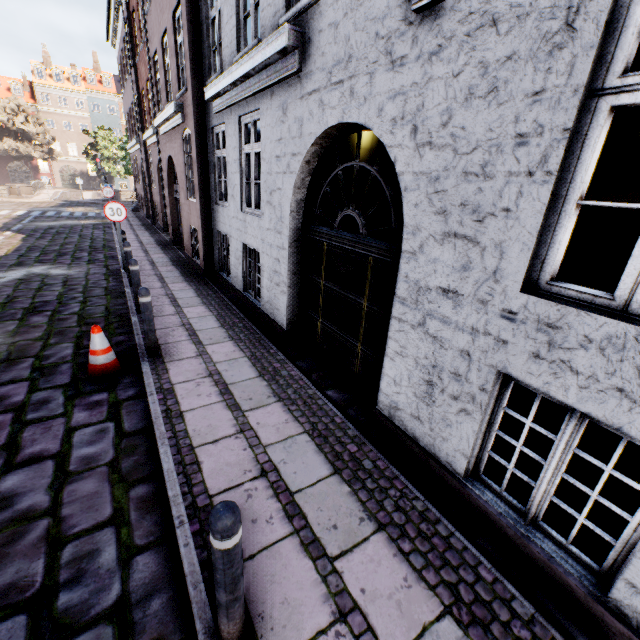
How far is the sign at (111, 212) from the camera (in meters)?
8.53

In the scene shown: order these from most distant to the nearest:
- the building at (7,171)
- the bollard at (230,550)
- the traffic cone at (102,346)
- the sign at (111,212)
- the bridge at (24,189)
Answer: the building at (7,171) < the bridge at (24,189) < the sign at (111,212) < the traffic cone at (102,346) < the bollard at (230,550)

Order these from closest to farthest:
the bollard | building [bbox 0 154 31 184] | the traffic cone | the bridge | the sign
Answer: the bollard
the traffic cone
the sign
the bridge
building [bbox 0 154 31 184]

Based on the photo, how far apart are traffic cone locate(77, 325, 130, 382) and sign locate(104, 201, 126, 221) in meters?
5.4 m

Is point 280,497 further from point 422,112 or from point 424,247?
point 422,112

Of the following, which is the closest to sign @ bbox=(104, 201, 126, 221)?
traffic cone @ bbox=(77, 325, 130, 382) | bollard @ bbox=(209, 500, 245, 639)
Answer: traffic cone @ bbox=(77, 325, 130, 382)

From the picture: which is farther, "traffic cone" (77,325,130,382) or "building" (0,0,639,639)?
"traffic cone" (77,325,130,382)

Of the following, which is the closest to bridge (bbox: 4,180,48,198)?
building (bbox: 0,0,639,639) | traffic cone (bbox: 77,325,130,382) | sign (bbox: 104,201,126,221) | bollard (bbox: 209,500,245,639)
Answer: building (bbox: 0,0,639,639)
